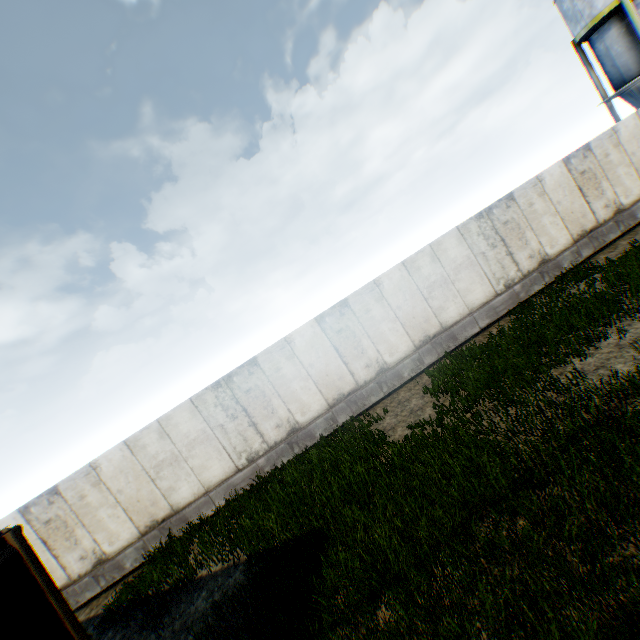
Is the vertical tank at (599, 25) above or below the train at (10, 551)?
above

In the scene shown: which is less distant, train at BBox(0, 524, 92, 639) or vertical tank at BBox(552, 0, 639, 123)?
train at BBox(0, 524, 92, 639)

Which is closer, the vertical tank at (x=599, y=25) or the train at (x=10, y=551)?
the train at (x=10, y=551)

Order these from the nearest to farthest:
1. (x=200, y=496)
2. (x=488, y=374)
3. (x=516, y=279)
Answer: (x=488, y=374), (x=200, y=496), (x=516, y=279)

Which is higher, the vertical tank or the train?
the vertical tank
